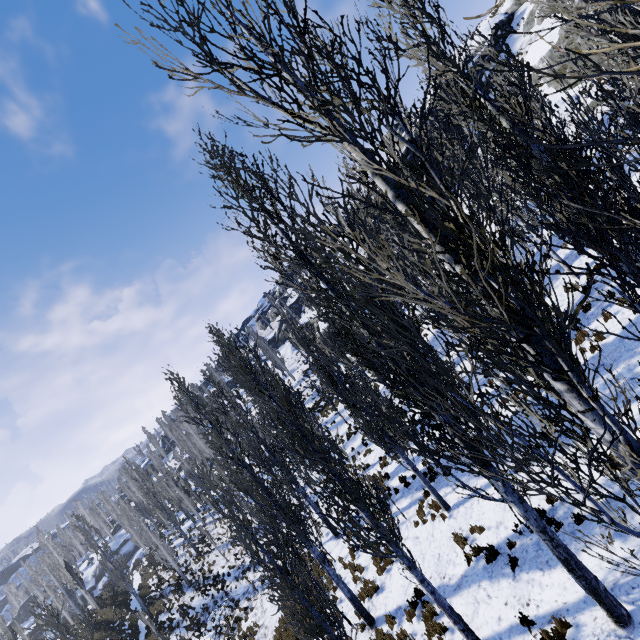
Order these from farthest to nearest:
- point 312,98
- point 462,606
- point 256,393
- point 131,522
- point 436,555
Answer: point 131,522, point 256,393, point 436,555, point 462,606, point 312,98

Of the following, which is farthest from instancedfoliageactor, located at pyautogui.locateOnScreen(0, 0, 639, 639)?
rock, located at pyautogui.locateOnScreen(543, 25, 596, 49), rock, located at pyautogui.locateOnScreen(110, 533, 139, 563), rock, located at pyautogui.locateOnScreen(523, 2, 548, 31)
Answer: rock, located at pyautogui.locateOnScreen(523, 2, 548, 31)

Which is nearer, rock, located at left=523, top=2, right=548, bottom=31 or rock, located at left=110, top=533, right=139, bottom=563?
rock, located at left=523, top=2, right=548, bottom=31

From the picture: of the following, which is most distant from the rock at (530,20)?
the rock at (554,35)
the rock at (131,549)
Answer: the rock at (131,549)

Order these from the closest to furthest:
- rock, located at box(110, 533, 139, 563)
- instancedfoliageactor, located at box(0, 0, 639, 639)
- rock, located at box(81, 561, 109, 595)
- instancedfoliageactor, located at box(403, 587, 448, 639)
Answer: instancedfoliageactor, located at box(0, 0, 639, 639) → instancedfoliageactor, located at box(403, 587, 448, 639) → rock, located at box(81, 561, 109, 595) → rock, located at box(110, 533, 139, 563)

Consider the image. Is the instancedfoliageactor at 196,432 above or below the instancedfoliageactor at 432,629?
above

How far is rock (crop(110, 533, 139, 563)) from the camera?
53.0 meters
